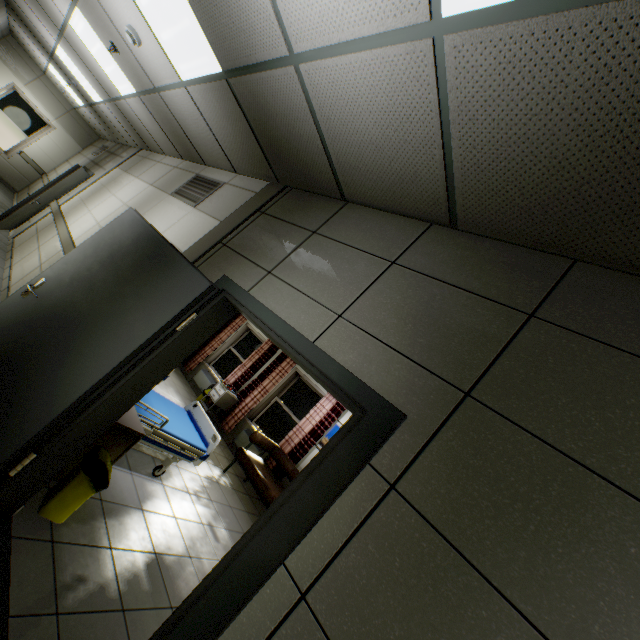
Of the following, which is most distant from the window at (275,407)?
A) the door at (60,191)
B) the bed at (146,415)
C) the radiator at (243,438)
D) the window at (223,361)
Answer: the door at (60,191)

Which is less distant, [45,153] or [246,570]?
[246,570]

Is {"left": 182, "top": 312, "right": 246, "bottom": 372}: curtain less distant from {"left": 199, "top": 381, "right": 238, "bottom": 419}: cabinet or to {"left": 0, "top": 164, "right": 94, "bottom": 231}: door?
{"left": 199, "top": 381, "right": 238, "bottom": 419}: cabinet

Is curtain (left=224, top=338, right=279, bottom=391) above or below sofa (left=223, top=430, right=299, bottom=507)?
above

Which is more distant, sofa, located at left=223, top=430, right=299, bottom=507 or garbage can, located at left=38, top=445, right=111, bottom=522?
sofa, located at left=223, top=430, right=299, bottom=507

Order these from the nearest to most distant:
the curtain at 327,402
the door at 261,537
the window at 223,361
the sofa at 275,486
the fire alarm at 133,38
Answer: the door at 261,537
the fire alarm at 133,38
the sofa at 275,486
the curtain at 327,402
the window at 223,361

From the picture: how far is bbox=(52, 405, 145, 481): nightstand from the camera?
2.7 meters

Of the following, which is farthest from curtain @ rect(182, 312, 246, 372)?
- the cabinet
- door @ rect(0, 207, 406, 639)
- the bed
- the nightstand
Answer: door @ rect(0, 207, 406, 639)
